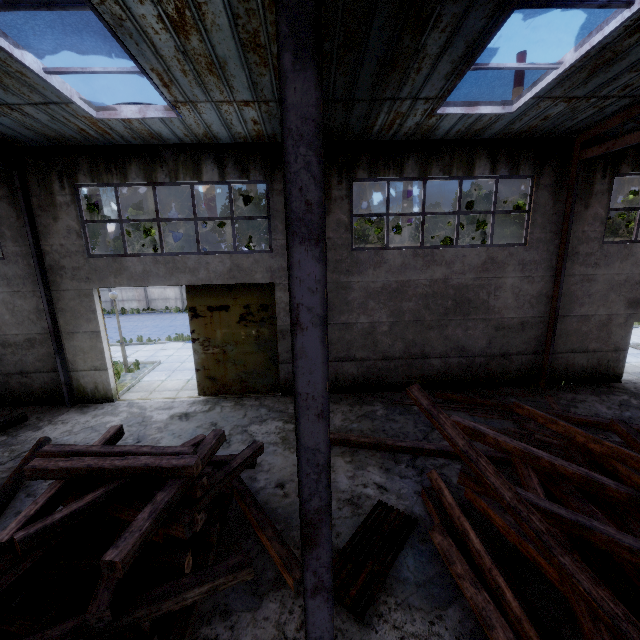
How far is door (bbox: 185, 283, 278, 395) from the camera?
10.3 meters

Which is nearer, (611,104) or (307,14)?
(307,14)

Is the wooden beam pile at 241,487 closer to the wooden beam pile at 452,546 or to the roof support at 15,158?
the wooden beam pile at 452,546

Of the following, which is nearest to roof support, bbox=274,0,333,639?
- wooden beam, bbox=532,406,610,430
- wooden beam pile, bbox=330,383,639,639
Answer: wooden beam pile, bbox=330,383,639,639

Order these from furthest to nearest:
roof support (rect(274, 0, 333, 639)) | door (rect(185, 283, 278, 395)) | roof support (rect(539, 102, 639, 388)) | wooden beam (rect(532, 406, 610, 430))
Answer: door (rect(185, 283, 278, 395))
wooden beam (rect(532, 406, 610, 430))
roof support (rect(539, 102, 639, 388))
roof support (rect(274, 0, 333, 639))

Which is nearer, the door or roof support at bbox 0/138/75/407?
roof support at bbox 0/138/75/407

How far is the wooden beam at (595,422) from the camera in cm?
857

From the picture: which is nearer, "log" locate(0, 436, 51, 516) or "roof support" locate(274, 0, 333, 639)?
"roof support" locate(274, 0, 333, 639)
